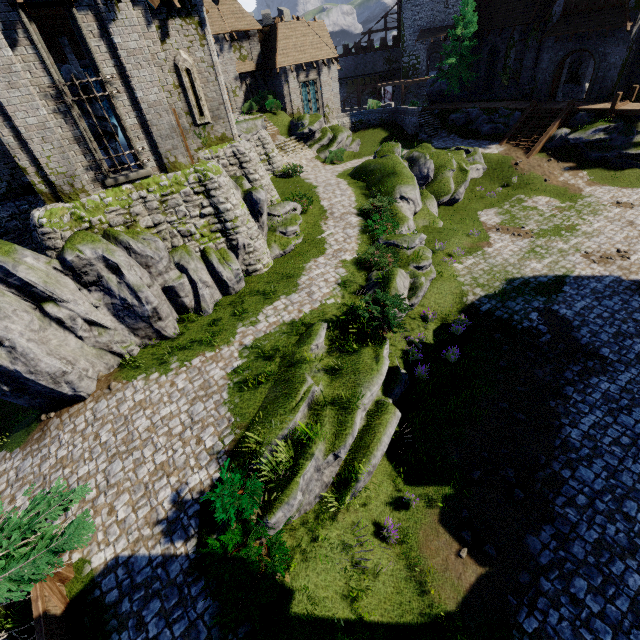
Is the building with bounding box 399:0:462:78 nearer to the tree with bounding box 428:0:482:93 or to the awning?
the tree with bounding box 428:0:482:93

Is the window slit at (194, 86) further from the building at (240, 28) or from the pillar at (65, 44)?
the pillar at (65, 44)

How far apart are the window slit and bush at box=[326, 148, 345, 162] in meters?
14.0 m

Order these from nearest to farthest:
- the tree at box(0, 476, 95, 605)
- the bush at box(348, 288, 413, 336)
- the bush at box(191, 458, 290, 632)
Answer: the tree at box(0, 476, 95, 605), the bush at box(191, 458, 290, 632), the bush at box(348, 288, 413, 336)

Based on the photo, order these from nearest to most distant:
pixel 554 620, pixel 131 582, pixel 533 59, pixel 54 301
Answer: pixel 554 620, pixel 131 582, pixel 54 301, pixel 533 59

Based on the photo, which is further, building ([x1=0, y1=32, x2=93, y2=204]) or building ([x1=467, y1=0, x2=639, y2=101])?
building ([x1=467, y1=0, x2=639, y2=101])

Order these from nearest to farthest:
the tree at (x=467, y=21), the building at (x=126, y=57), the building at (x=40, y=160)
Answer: the building at (x=40, y=160)
the building at (x=126, y=57)
the tree at (x=467, y=21)

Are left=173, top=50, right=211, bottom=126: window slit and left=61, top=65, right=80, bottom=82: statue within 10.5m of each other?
yes
